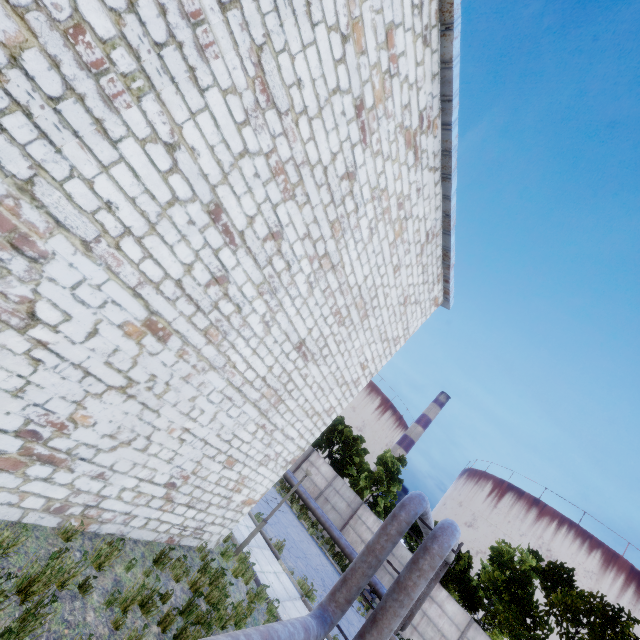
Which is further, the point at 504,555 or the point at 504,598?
the point at 504,555

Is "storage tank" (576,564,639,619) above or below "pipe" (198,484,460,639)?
above

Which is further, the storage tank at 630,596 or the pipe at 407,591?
the storage tank at 630,596

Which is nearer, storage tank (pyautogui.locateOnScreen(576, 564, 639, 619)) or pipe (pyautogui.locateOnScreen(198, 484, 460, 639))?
pipe (pyautogui.locateOnScreen(198, 484, 460, 639))

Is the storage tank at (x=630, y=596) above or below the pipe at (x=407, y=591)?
above
